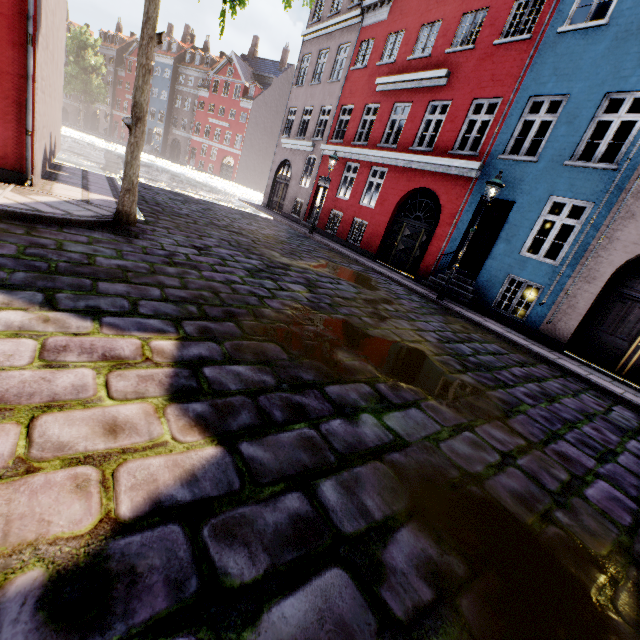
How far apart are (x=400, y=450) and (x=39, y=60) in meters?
9.1 m

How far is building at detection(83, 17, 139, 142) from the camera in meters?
53.6 m

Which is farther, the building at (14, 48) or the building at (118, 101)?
the building at (118, 101)

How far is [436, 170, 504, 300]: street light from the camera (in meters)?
8.86

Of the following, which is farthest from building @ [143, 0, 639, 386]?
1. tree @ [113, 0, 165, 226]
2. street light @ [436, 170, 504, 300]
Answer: tree @ [113, 0, 165, 226]

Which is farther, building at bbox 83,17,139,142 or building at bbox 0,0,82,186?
building at bbox 83,17,139,142

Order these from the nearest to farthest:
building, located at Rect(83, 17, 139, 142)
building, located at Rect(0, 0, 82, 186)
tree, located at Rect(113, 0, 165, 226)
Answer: tree, located at Rect(113, 0, 165, 226) → building, located at Rect(0, 0, 82, 186) → building, located at Rect(83, 17, 139, 142)

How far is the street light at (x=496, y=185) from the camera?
8.86m
